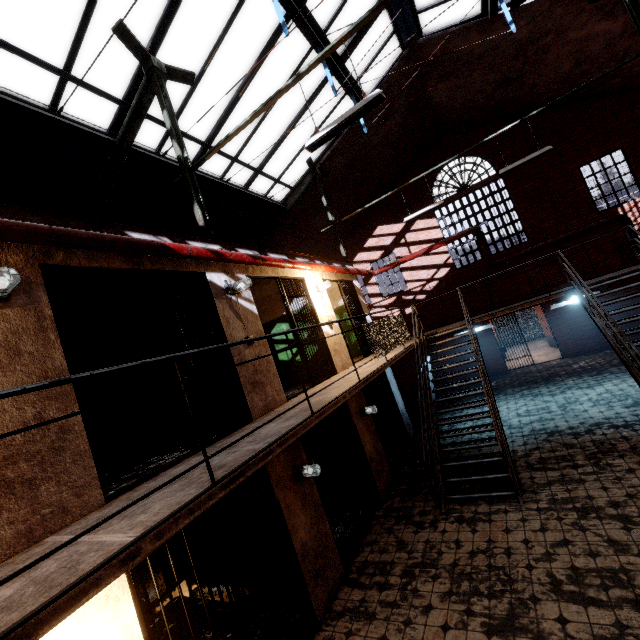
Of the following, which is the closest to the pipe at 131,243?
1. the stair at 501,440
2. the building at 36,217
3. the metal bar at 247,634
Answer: the building at 36,217

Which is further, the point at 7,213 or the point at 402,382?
the point at 402,382

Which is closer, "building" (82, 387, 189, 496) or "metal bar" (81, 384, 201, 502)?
"metal bar" (81, 384, 201, 502)

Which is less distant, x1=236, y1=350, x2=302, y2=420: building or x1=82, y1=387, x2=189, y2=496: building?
x1=82, y1=387, x2=189, y2=496: building

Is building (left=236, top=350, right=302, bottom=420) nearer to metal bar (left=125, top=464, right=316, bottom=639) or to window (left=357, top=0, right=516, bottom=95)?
metal bar (left=125, top=464, right=316, bottom=639)

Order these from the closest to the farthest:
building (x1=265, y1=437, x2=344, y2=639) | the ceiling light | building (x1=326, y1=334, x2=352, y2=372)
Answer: the ceiling light < building (x1=265, y1=437, x2=344, y2=639) < building (x1=326, y1=334, x2=352, y2=372)

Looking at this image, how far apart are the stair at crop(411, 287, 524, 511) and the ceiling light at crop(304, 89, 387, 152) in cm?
537

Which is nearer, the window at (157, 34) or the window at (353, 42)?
the window at (157, 34)
